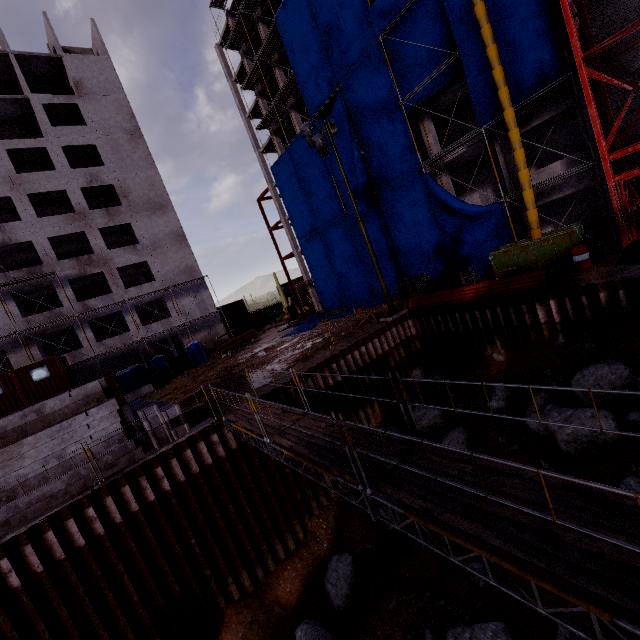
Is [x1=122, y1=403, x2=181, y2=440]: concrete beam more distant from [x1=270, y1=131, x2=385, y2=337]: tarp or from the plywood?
[x1=270, y1=131, x2=385, y2=337]: tarp

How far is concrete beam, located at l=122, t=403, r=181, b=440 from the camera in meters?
11.1 m

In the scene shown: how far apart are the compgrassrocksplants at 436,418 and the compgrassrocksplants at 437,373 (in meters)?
1.63

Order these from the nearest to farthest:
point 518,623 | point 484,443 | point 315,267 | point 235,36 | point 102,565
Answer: point 518,623
point 102,565
point 484,443
point 235,36
point 315,267

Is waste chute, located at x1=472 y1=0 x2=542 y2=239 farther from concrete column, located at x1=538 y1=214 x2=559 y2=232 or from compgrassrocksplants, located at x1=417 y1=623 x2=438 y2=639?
compgrassrocksplants, located at x1=417 y1=623 x2=438 y2=639

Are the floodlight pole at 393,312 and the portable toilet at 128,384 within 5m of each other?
no

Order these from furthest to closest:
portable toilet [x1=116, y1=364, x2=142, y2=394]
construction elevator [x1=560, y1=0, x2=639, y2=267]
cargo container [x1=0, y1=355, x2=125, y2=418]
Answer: portable toilet [x1=116, y1=364, x2=142, y2=394], cargo container [x1=0, y1=355, x2=125, y2=418], construction elevator [x1=560, y1=0, x2=639, y2=267]

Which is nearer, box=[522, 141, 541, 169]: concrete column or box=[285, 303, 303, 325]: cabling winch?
box=[522, 141, 541, 169]: concrete column
